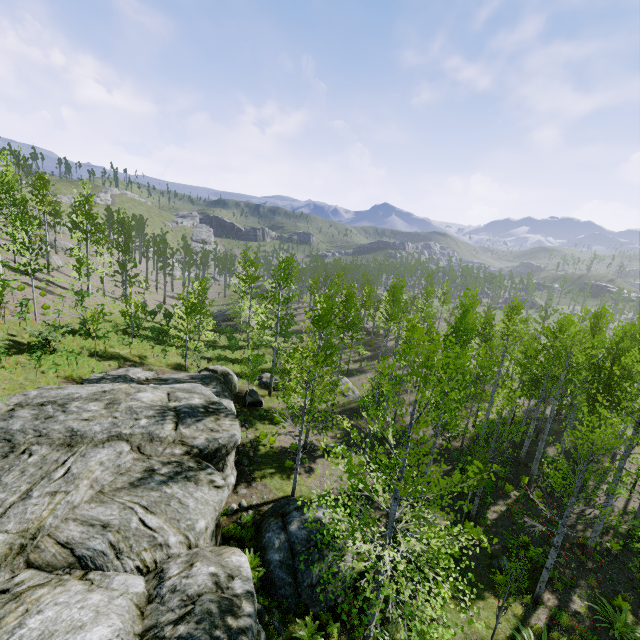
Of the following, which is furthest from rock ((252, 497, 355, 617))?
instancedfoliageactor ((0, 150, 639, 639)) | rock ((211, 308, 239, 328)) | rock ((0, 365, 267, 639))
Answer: rock ((211, 308, 239, 328))

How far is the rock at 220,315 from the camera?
43.91m

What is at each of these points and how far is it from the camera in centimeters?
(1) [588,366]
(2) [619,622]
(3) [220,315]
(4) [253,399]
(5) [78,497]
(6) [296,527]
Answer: (1) instancedfoliageactor, 1834cm
(2) instancedfoliageactor, 1101cm
(3) rock, 4541cm
(4) rock, 2216cm
(5) rock, 905cm
(6) rock, 1134cm

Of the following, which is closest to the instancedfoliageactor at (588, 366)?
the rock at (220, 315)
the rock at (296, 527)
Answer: the rock at (296, 527)

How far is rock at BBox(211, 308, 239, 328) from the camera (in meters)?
43.91

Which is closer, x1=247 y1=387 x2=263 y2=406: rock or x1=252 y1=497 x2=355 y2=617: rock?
x1=252 y1=497 x2=355 y2=617: rock
